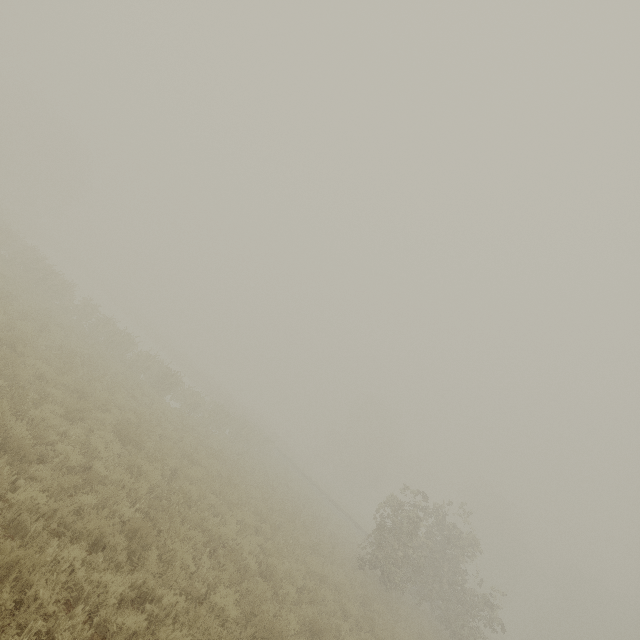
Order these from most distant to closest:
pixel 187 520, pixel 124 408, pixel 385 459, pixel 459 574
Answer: pixel 385 459
pixel 459 574
pixel 124 408
pixel 187 520
